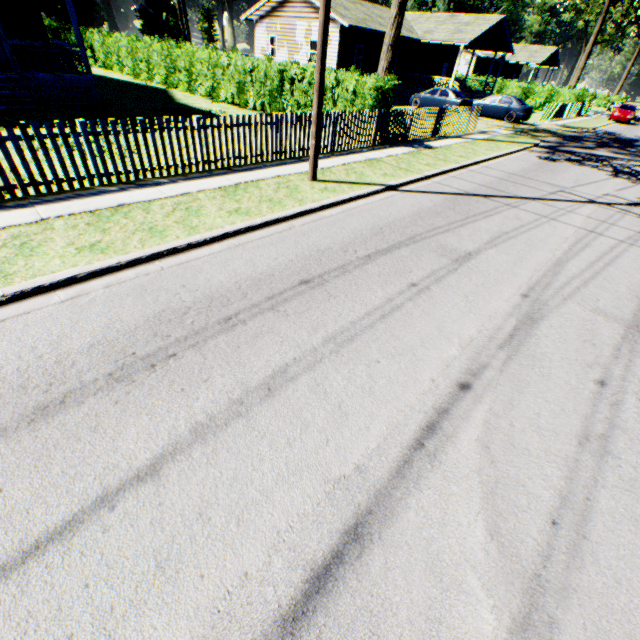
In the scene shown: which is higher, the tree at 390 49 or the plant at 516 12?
the plant at 516 12

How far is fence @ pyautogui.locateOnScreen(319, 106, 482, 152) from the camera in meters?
11.2

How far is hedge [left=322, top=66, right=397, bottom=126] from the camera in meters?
12.1

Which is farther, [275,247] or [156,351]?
[275,247]

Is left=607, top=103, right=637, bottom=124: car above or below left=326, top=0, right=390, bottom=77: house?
below

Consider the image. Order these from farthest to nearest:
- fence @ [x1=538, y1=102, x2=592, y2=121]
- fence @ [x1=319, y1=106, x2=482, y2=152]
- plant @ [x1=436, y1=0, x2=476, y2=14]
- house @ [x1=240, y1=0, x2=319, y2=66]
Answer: plant @ [x1=436, y1=0, x2=476, y2=14] < fence @ [x1=538, y1=102, x2=592, y2=121] < house @ [x1=240, y1=0, x2=319, y2=66] < fence @ [x1=319, y1=106, x2=482, y2=152]

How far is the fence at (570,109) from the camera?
26.89m

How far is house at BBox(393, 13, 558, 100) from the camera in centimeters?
2789cm
